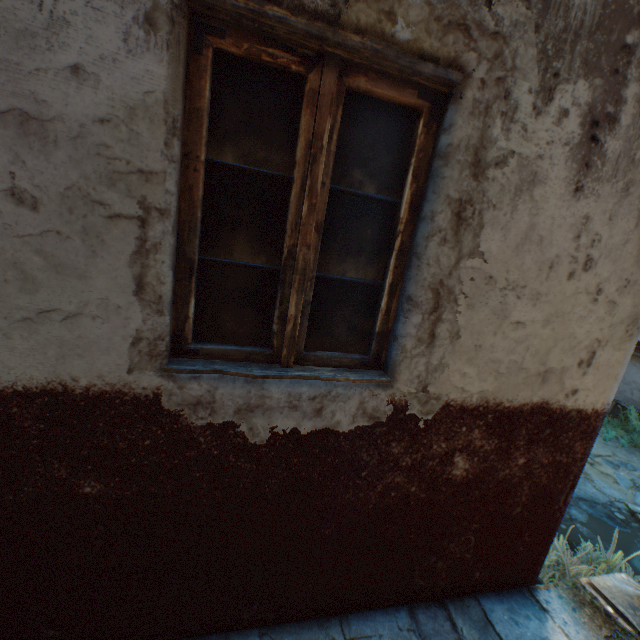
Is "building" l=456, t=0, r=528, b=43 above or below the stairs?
above

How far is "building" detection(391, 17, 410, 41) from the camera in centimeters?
114cm

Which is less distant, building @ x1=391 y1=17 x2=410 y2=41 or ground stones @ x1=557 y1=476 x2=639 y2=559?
building @ x1=391 y1=17 x2=410 y2=41

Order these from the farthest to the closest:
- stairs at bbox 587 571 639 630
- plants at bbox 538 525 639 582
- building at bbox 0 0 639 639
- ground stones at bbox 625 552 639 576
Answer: ground stones at bbox 625 552 639 576 → plants at bbox 538 525 639 582 → stairs at bbox 587 571 639 630 → building at bbox 0 0 639 639

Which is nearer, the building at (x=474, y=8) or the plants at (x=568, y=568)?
the building at (x=474, y=8)

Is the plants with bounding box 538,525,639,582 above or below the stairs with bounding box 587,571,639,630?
below

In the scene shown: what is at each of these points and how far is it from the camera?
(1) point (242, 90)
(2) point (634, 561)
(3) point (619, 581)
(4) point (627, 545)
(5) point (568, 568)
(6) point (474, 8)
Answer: (1) building, 1.2m
(2) ground stones, 3.9m
(3) stairs, 2.4m
(4) ground stones, 4.1m
(5) plants, 3.0m
(6) building, 1.2m
